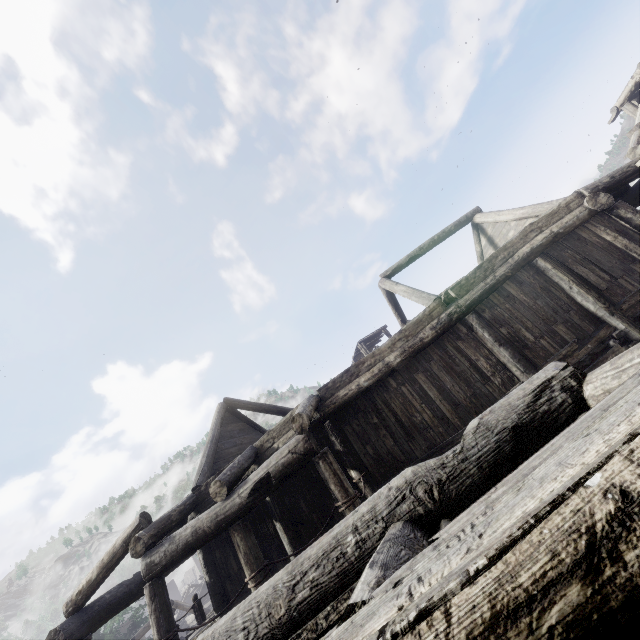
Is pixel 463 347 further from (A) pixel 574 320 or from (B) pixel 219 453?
(B) pixel 219 453
